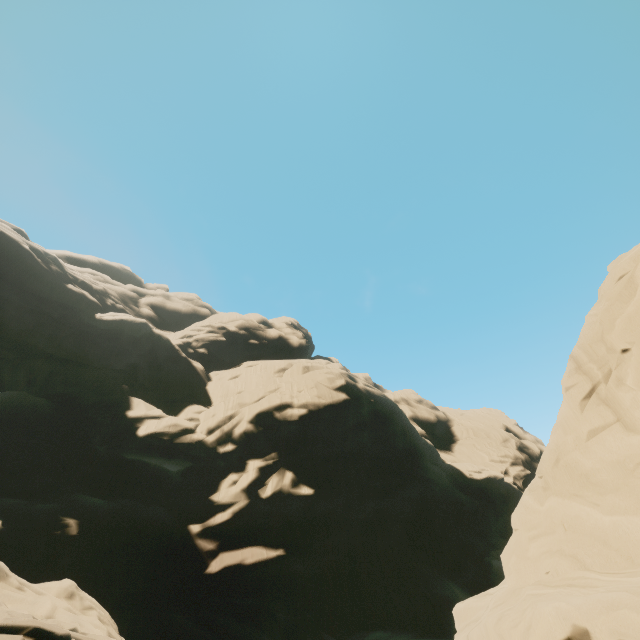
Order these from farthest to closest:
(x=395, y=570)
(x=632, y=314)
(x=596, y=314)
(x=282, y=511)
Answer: (x=395, y=570), (x=282, y=511), (x=596, y=314), (x=632, y=314)
